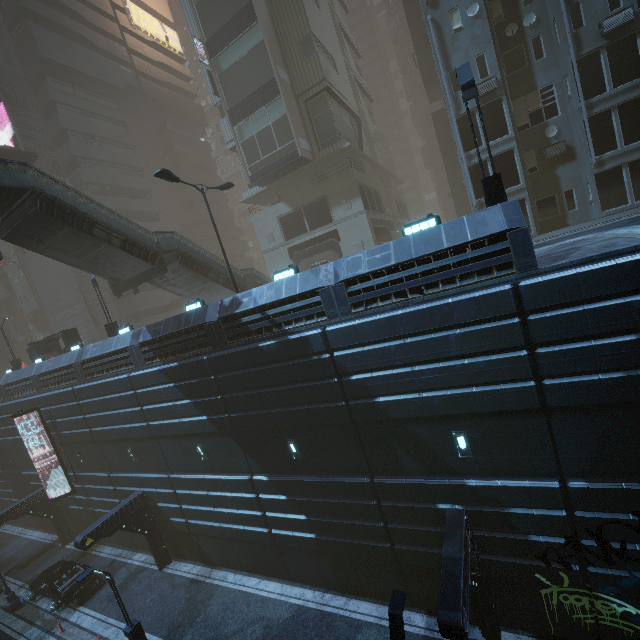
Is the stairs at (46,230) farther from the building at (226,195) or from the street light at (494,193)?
the street light at (494,193)

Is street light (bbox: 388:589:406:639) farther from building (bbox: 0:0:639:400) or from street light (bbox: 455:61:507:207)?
street light (bbox: 455:61:507:207)

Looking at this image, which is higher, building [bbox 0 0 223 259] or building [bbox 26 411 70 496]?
building [bbox 0 0 223 259]

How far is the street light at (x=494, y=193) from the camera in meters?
10.4 m

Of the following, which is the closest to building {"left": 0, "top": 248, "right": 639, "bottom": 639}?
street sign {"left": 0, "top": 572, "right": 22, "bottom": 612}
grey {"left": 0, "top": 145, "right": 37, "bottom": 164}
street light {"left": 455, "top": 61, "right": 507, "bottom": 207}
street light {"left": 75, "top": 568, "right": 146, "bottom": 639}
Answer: street light {"left": 455, "top": 61, "right": 507, "bottom": 207}

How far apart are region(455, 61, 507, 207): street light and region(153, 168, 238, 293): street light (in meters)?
11.27

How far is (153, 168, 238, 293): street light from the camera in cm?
1386

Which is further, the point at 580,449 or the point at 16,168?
the point at 16,168
